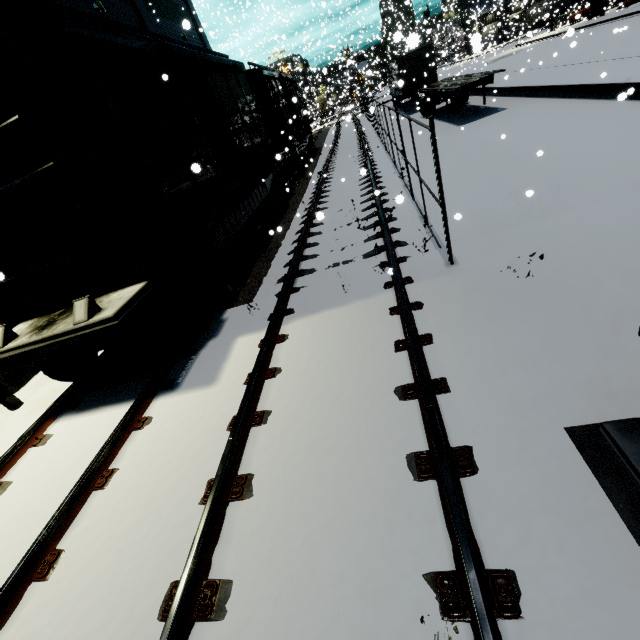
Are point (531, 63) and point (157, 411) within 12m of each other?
no

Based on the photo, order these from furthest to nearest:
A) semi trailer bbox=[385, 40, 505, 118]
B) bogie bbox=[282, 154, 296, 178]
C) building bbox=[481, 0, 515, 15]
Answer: building bbox=[481, 0, 515, 15], bogie bbox=[282, 154, 296, 178], semi trailer bbox=[385, 40, 505, 118]

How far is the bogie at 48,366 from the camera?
5.07m

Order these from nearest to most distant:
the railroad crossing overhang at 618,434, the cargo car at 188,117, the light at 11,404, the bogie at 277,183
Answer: the railroad crossing overhang at 618,434 < the cargo car at 188,117 < the light at 11,404 < the bogie at 277,183

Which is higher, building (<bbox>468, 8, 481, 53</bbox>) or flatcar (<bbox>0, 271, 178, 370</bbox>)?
building (<bbox>468, 8, 481, 53</bbox>)

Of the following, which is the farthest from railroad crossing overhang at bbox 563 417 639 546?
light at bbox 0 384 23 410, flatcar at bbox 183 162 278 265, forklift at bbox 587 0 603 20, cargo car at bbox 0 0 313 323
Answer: forklift at bbox 587 0 603 20

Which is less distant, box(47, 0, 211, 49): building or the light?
the light

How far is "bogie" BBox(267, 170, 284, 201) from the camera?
12.93m
